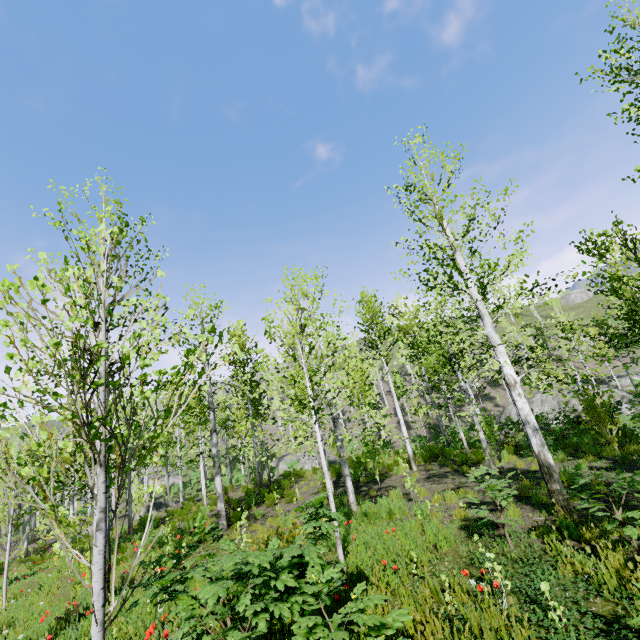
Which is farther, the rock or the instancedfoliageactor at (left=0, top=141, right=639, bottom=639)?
the rock

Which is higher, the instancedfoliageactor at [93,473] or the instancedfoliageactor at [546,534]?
the instancedfoliageactor at [93,473]

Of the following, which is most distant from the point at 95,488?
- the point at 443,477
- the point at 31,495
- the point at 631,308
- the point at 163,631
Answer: the point at 31,495

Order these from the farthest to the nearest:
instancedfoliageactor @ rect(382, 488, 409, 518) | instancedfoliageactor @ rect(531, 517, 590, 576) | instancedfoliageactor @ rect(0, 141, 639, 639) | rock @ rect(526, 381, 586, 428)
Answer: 1. rock @ rect(526, 381, 586, 428)
2. instancedfoliageactor @ rect(382, 488, 409, 518)
3. instancedfoliageactor @ rect(531, 517, 590, 576)
4. instancedfoliageactor @ rect(0, 141, 639, 639)

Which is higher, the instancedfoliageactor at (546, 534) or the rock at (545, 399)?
the rock at (545, 399)

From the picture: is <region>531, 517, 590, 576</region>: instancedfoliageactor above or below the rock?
below

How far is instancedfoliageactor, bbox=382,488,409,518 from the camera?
8.48m

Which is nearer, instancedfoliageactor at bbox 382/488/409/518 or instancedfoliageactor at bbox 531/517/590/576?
instancedfoliageactor at bbox 531/517/590/576
